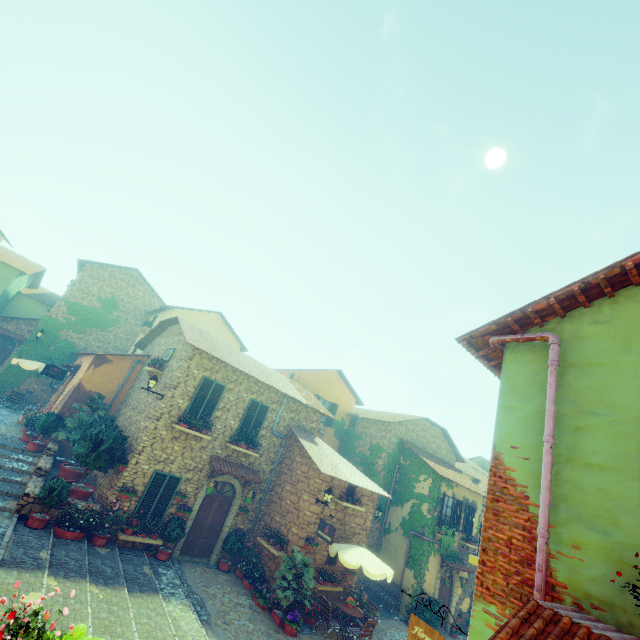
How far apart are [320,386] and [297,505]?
9.4m

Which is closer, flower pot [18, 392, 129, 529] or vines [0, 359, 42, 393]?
flower pot [18, 392, 129, 529]

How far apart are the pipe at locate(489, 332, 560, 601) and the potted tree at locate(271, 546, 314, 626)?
9.75m

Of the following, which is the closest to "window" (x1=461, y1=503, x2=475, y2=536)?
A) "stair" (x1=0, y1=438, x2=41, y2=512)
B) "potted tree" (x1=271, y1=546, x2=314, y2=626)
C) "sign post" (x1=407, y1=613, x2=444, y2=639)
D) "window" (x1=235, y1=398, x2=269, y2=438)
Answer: "sign post" (x1=407, y1=613, x2=444, y2=639)

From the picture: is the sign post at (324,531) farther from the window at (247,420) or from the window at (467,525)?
the window at (467,525)

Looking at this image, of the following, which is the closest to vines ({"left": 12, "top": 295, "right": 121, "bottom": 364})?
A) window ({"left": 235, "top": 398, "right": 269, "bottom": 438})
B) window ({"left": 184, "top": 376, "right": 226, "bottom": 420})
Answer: window ({"left": 184, "top": 376, "right": 226, "bottom": 420})

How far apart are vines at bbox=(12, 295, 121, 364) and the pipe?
24.9 meters

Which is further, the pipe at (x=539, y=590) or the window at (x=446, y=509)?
the window at (x=446, y=509)
